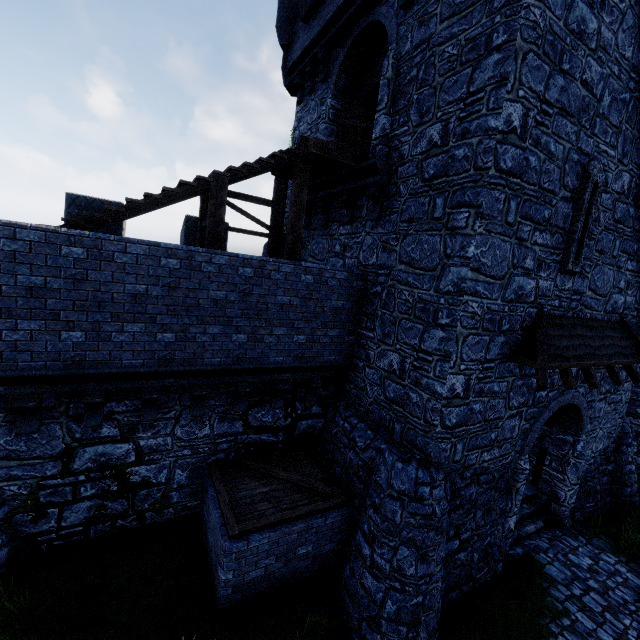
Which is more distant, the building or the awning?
the awning

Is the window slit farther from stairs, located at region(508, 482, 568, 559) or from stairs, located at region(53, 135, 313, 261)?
stairs, located at region(508, 482, 568, 559)

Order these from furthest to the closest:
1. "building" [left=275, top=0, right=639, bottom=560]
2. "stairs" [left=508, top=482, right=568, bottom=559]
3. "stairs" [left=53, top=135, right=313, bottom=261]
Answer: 1. "stairs" [left=508, top=482, right=568, bottom=559]
2. "stairs" [left=53, top=135, right=313, bottom=261]
3. "building" [left=275, top=0, right=639, bottom=560]

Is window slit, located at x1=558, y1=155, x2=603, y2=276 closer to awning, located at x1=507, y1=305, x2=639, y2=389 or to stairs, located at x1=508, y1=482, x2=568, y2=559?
awning, located at x1=507, y1=305, x2=639, y2=389

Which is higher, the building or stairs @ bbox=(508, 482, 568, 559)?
the building

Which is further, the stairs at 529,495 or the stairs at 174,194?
the stairs at 529,495

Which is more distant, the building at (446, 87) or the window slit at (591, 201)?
the window slit at (591, 201)

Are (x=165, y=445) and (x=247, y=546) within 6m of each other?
yes
